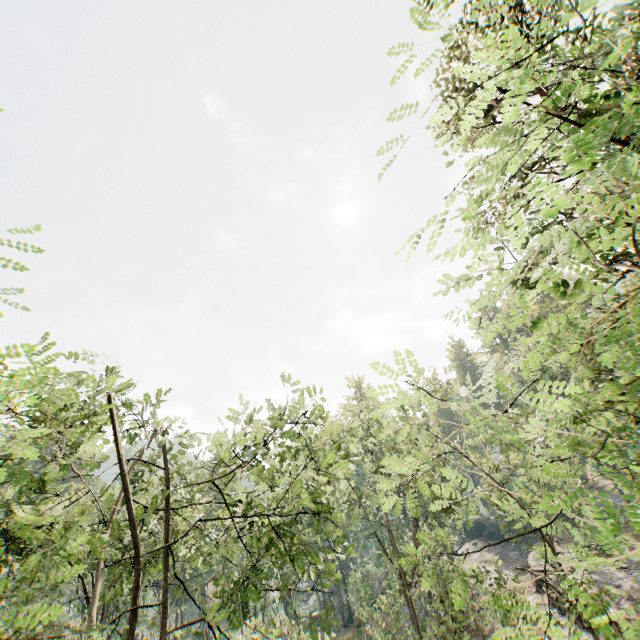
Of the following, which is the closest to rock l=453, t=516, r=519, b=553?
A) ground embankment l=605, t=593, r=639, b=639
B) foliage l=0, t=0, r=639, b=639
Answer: ground embankment l=605, t=593, r=639, b=639

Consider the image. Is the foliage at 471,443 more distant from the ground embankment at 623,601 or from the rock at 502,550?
the rock at 502,550

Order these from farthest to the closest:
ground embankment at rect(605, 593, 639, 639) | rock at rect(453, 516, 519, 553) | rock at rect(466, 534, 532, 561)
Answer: rock at rect(453, 516, 519, 553) < rock at rect(466, 534, 532, 561) < ground embankment at rect(605, 593, 639, 639)

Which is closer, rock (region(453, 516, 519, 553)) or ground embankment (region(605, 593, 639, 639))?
ground embankment (region(605, 593, 639, 639))

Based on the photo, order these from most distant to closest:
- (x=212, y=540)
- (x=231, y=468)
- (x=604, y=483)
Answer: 1. (x=604, y=483)
2. (x=212, y=540)
3. (x=231, y=468)

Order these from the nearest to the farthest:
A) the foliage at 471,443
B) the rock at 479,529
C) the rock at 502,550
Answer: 1. the foliage at 471,443
2. the rock at 502,550
3. the rock at 479,529

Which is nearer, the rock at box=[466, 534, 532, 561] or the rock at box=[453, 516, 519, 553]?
the rock at box=[466, 534, 532, 561]
